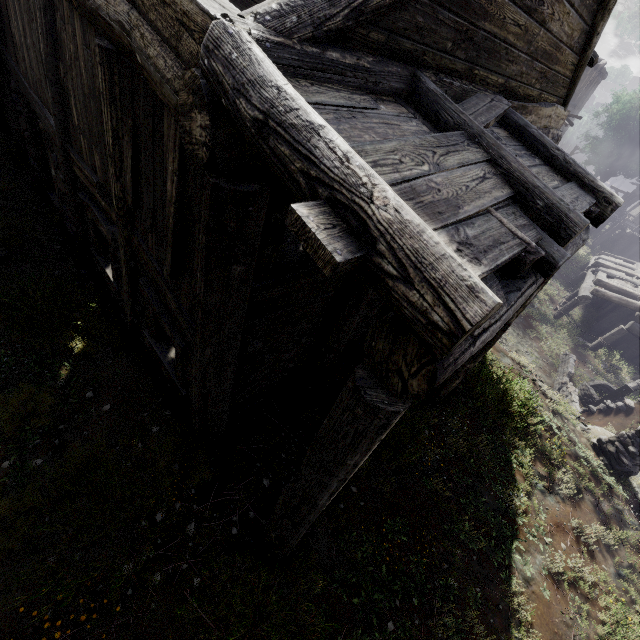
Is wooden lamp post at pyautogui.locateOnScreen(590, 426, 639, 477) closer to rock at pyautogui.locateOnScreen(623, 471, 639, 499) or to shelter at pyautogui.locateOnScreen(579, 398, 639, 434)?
rock at pyautogui.locateOnScreen(623, 471, 639, 499)

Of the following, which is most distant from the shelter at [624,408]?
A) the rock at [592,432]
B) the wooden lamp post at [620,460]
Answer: the wooden lamp post at [620,460]

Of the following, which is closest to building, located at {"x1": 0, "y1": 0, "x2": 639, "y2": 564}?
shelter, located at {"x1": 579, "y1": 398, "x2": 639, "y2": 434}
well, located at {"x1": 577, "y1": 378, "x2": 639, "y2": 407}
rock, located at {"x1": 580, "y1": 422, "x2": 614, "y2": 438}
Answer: shelter, located at {"x1": 579, "y1": 398, "x2": 639, "y2": 434}

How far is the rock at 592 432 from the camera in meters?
8.4 m

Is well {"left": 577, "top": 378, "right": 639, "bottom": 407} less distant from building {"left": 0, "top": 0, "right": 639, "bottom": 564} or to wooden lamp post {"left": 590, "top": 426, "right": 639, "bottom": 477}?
building {"left": 0, "top": 0, "right": 639, "bottom": 564}

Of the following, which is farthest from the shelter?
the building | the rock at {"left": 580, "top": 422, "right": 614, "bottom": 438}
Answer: the building

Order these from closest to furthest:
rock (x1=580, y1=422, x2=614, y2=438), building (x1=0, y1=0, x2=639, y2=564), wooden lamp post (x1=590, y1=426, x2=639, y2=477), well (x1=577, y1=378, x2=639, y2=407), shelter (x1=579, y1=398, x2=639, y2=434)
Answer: building (x1=0, y1=0, x2=639, y2=564) < wooden lamp post (x1=590, y1=426, x2=639, y2=477) < rock (x1=580, y1=422, x2=614, y2=438) < shelter (x1=579, y1=398, x2=639, y2=434) < well (x1=577, y1=378, x2=639, y2=407)

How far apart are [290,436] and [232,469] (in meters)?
1.15
